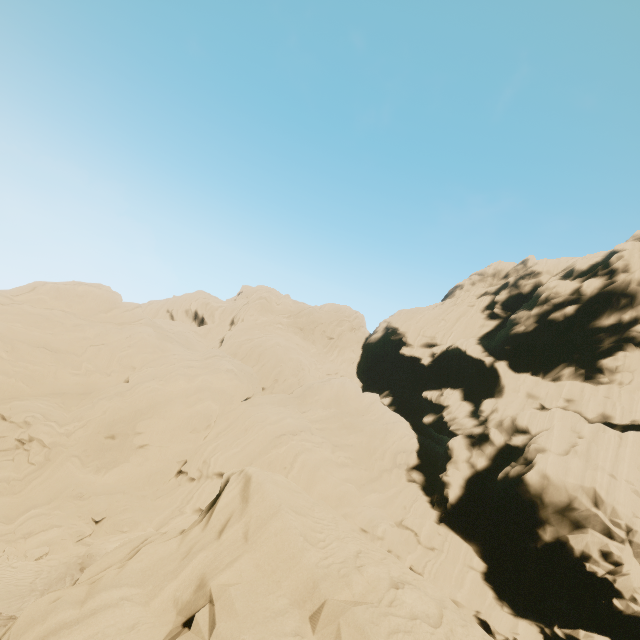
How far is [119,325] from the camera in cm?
3181
